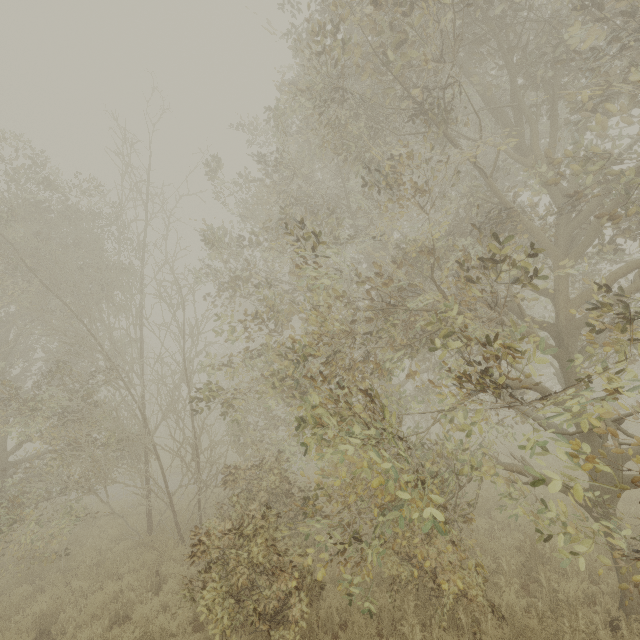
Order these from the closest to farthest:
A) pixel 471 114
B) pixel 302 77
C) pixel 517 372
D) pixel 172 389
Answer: pixel 302 77 → pixel 172 389 → pixel 471 114 → pixel 517 372
